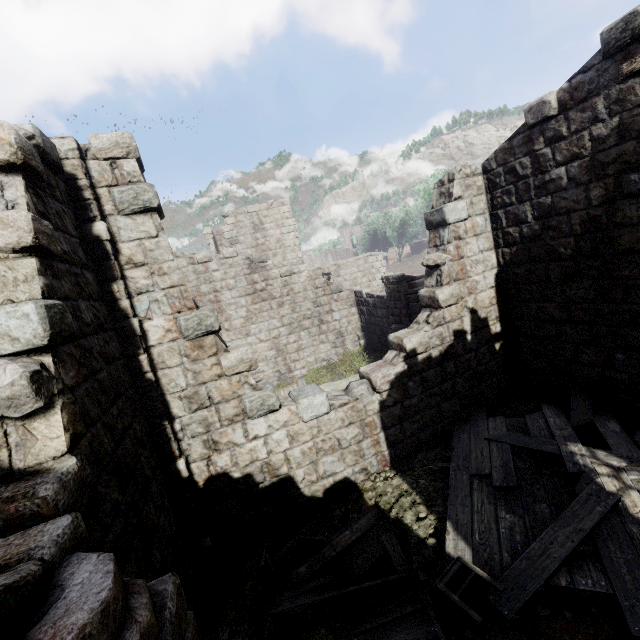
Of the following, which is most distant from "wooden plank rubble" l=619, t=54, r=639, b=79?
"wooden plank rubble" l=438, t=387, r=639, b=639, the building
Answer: "wooden plank rubble" l=438, t=387, r=639, b=639

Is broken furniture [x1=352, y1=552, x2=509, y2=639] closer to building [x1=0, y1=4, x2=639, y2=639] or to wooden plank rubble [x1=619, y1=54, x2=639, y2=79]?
building [x1=0, y1=4, x2=639, y2=639]

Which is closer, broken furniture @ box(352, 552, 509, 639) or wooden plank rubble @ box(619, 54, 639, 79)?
wooden plank rubble @ box(619, 54, 639, 79)

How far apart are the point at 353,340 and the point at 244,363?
11.5 meters

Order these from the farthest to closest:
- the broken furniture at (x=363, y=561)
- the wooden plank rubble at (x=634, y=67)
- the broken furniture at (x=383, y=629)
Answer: the broken furniture at (x=363, y=561)
the broken furniture at (x=383, y=629)
the wooden plank rubble at (x=634, y=67)

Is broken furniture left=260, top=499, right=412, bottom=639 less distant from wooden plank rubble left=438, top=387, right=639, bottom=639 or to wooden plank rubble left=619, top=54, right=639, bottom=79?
wooden plank rubble left=438, top=387, right=639, bottom=639

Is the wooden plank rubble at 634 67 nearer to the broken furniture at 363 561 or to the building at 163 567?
the building at 163 567

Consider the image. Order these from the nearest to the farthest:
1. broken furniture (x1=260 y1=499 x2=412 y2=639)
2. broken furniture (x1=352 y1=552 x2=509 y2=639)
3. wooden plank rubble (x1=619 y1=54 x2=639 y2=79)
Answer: wooden plank rubble (x1=619 y1=54 x2=639 y2=79) → broken furniture (x1=352 y1=552 x2=509 y2=639) → broken furniture (x1=260 y1=499 x2=412 y2=639)
